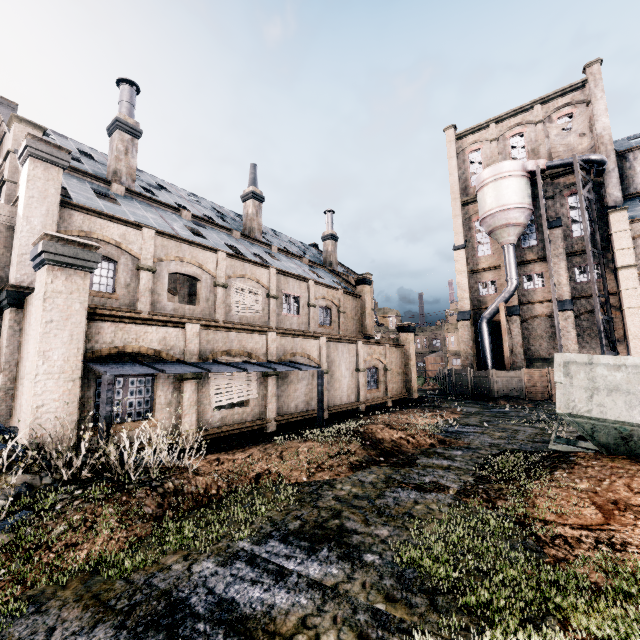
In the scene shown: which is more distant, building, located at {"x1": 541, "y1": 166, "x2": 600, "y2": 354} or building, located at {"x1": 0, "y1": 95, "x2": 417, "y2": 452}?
building, located at {"x1": 541, "y1": 166, "x2": 600, "y2": 354}

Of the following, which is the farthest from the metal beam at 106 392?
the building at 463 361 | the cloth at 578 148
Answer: the cloth at 578 148

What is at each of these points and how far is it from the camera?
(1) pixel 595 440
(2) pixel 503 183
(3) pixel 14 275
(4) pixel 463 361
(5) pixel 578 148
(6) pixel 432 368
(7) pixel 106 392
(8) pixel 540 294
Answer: (1) rail car container, 8.6 meters
(2) silo, 32.3 meters
(3) building, 12.1 meters
(4) building, 36.5 meters
(5) cloth, 33.2 meters
(6) water tank, 55.9 meters
(7) metal beam, 8.6 meters
(8) building, 34.2 meters

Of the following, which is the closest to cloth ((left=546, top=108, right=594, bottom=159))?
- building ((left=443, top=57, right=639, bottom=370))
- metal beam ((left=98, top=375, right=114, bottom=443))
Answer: building ((left=443, top=57, right=639, bottom=370))

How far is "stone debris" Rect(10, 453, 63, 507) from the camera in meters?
6.5 m

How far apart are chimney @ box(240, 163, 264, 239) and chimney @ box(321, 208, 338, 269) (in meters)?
10.78

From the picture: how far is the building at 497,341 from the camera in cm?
3547

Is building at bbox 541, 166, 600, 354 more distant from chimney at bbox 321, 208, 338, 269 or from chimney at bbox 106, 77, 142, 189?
chimney at bbox 106, 77, 142, 189
